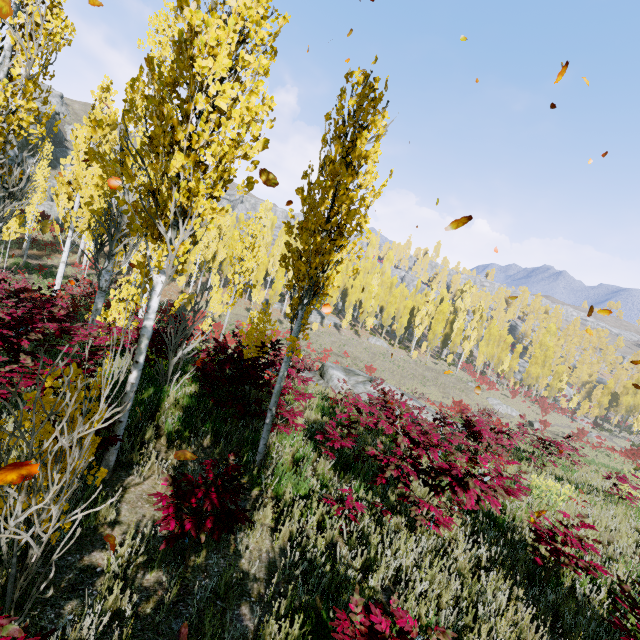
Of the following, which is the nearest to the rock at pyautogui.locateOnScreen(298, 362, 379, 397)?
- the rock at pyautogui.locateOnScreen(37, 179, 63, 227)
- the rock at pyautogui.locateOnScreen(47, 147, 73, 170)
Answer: the rock at pyautogui.locateOnScreen(37, 179, 63, 227)

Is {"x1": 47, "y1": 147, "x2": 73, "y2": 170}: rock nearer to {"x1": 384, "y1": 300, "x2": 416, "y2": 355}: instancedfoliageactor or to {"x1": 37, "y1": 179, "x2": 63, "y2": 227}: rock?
{"x1": 37, "y1": 179, "x2": 63, "y2": 227}: rock

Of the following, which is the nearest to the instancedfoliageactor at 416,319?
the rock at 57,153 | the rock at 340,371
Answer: the rock at 340,371

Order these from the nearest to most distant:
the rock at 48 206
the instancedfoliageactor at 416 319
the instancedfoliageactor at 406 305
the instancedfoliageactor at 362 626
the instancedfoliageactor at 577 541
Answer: the instancedfoliageactor at 362 626 < the instancedfoliageactor at 577 541 < the rock at 48 206 < the instancedfoliageactor at 416 319 < the instancedfoliageactor at 406 305

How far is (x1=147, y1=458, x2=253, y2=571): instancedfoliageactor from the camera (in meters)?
2.92

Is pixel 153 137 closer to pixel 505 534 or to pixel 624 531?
pixel 505 534

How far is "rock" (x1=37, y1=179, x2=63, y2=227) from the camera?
35.53m

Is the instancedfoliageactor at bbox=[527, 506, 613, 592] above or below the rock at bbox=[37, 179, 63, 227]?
below
